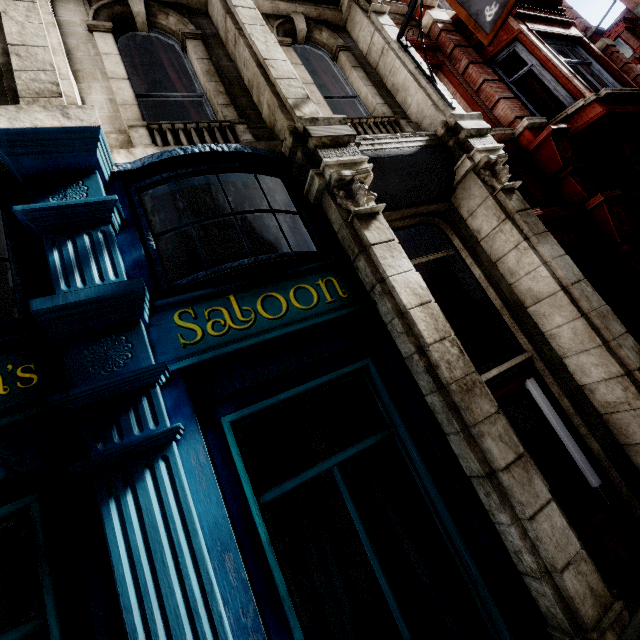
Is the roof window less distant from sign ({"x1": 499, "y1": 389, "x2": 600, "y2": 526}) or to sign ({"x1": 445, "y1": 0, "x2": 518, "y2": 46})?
sign ({"x1": 445, "y1": 0, "x2": 518, "y2": 46})

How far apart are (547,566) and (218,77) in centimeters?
616cm

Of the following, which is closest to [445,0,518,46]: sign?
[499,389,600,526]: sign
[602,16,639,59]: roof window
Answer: [499,389,600,526]: sign

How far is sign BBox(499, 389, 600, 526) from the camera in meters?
3.6 m

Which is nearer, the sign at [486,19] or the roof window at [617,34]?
the sign at [486,19]

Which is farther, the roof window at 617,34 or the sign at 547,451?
the roof window at 617,34

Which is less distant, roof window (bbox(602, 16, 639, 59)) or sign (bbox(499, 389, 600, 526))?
sign (bbox(499, 389, 600, 526))
